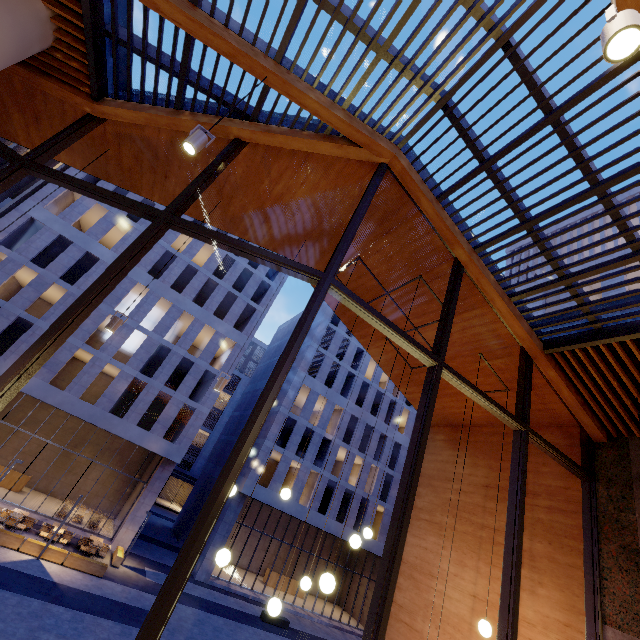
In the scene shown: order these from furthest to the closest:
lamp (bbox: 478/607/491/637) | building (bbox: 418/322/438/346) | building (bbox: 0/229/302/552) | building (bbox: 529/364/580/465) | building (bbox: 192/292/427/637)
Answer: building (bbox: 192/292/427/637), building (bbox: 0/229/302/552), building (bbox: 418/322/438/346), building (bbox: 529/364/580/465), lamp (bbox: 478/607/491/637)

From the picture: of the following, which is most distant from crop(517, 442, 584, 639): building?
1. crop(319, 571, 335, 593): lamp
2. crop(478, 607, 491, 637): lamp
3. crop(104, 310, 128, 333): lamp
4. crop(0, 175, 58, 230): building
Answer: crop(0, 175, 58, 230): building

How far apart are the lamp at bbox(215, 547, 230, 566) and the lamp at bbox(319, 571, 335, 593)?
1.4m

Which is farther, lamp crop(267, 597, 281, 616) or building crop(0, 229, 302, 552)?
building crop(0, 229, 302, 552)

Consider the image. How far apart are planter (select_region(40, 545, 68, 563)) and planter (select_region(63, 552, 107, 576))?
0.1m

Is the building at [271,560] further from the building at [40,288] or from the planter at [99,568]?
the planter at [99,568]

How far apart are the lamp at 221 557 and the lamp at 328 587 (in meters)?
1.39

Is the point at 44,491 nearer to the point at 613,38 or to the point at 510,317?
the point at 510,317
